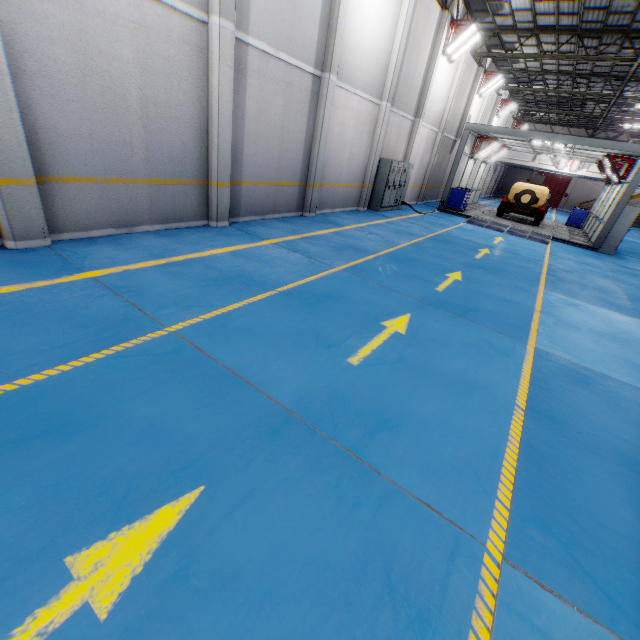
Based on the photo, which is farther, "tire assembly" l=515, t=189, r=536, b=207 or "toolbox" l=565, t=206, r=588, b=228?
"toolbox" l=565, t=206, r=588, b=228

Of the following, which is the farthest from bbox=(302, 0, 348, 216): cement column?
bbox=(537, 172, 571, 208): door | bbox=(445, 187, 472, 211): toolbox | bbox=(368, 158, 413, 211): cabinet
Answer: bbox=(537, 172, 571, 208): door

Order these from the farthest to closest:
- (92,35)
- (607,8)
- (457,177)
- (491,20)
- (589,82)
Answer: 1. (589,82)
2. (457,177)
3. (491,20)
4. (607,8)
5. (92,35)

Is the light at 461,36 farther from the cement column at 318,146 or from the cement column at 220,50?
the cement column at 220,50

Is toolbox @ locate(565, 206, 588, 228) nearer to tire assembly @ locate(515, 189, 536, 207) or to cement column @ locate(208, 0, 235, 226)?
tire assembly @ locate(515, 189, 536, 207)

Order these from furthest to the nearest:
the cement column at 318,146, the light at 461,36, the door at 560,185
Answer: the door at 560,185
the light at 461,36
the cement column at 318,146

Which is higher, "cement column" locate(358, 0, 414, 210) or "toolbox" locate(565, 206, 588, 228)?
"cement column" locate(358, 0, 414, 210)

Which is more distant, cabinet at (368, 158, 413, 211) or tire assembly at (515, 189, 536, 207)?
tire assembly at (515, 189, 536, 207)
